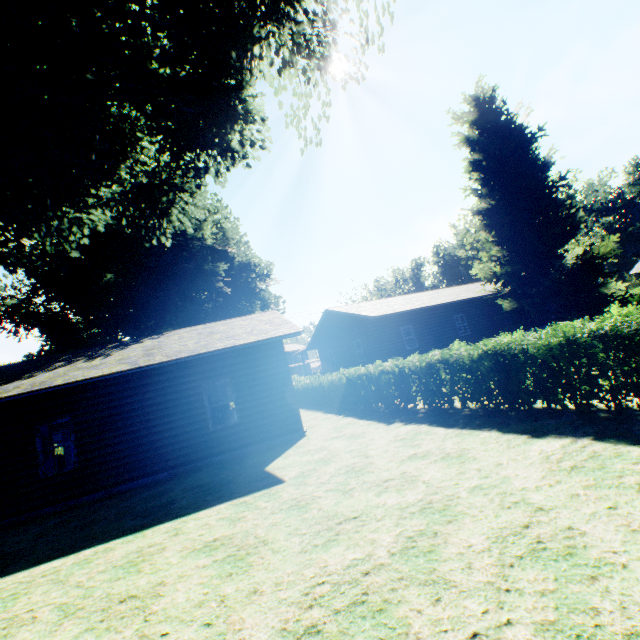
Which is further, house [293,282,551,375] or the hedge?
house [293,282,551,375]

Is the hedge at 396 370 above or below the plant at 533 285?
below

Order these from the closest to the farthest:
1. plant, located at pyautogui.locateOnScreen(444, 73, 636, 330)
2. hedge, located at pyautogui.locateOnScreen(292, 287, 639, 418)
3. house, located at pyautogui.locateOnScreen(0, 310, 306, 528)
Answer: hedge, located at pyautogui.locateOnScreen(292, 287, 639, 418), house, located at pyautogui.locateOnScreen(0, 310, 306, 528), plant, located at pyautogui.locateOnScreen(444, 73, 636, 330)

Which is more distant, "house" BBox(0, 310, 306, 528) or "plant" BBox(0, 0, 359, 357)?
"house" BBox(0, 310, 306, 528)

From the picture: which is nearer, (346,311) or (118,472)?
(118,472)

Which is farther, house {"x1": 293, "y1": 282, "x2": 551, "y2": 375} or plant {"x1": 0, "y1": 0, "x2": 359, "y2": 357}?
house {"x1": 293, "y1": 282, "x2": 551, "y2": 375}

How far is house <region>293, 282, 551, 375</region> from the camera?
21.44m
